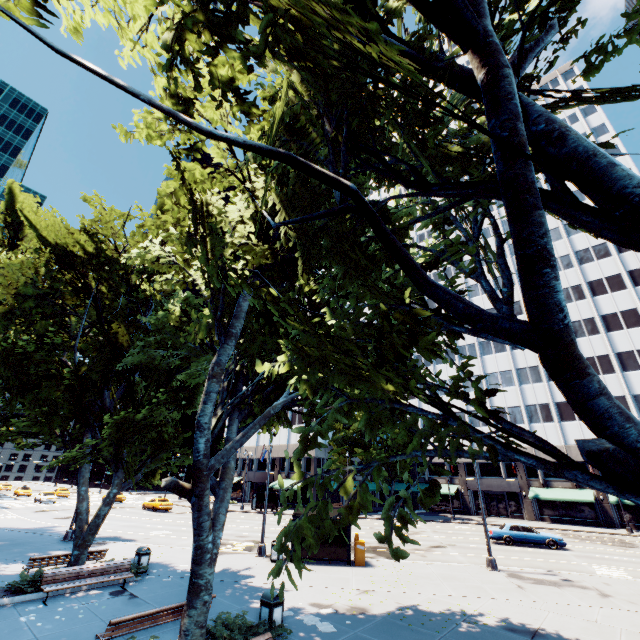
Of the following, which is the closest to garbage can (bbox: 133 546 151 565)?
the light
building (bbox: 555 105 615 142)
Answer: the light

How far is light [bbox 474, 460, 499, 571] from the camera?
17.2m

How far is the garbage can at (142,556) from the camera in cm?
1473

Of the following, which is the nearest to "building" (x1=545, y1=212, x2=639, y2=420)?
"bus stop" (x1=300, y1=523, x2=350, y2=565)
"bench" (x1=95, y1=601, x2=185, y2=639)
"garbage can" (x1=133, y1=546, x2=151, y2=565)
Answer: "bus stop" (x1=300, y1=523, x2=350, y2=565)

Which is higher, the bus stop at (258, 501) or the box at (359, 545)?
the bus stop at (258, 501)

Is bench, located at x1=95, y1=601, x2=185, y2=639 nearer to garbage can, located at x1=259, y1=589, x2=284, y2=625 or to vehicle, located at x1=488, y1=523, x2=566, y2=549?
garbage can, located at x1=259, y1=589, x2=284, y2=625

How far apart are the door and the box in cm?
3732

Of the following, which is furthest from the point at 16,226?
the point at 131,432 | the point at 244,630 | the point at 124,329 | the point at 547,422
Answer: the point at 547,422
